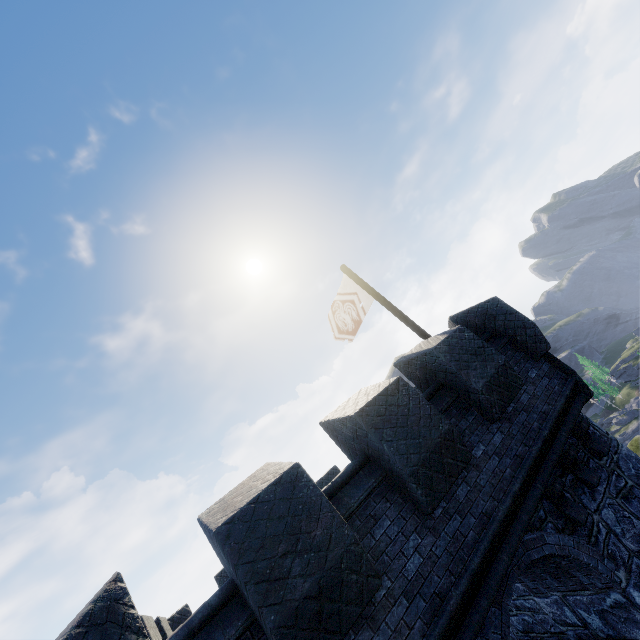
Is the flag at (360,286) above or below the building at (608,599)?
above

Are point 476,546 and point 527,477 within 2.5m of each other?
yes

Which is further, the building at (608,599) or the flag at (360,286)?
the flag at (360,286)

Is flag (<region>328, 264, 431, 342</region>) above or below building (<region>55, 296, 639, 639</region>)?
above

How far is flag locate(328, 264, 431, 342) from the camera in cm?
982

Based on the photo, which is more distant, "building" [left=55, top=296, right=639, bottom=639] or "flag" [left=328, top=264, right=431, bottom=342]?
"flag" [left=328, top=264, right=431, bottom=342]
